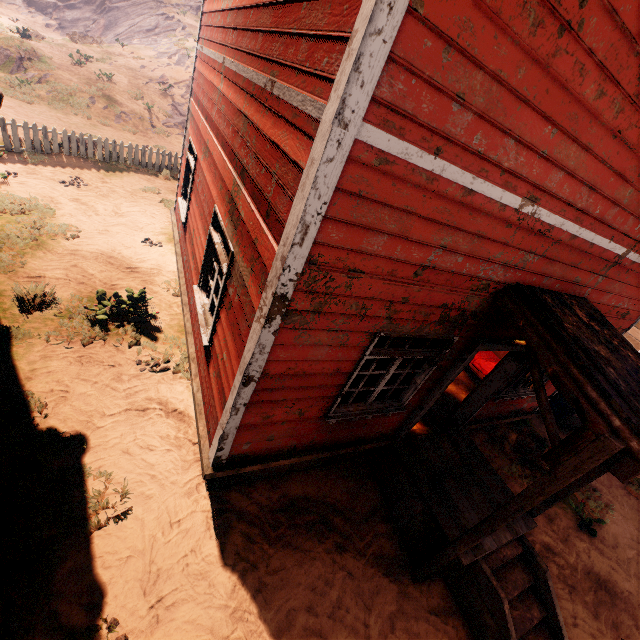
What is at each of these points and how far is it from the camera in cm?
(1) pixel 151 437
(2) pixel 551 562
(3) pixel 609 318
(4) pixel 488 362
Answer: (1) z, 501
(2) z, 572
(3) building, 591
(4) bed, 791

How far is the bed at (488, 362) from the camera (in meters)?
7.80

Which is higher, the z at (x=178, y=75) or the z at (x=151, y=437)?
the z at (x=178, y=75)

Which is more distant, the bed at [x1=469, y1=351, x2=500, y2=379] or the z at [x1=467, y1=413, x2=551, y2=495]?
the bed at [x1=469, y1=351, x2=500, y2=379]

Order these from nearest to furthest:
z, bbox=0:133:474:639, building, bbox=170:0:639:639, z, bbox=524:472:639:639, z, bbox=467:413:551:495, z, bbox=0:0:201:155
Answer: building, bbox=170:0:639:639, z, bbox=0:133:474:639, z, bbox=524:472:639:639, z, bbox=467:413:551:495, z, bbox=0:0:201:155

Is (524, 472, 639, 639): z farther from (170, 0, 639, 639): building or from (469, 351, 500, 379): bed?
(469, 351, 500, 379): bed
